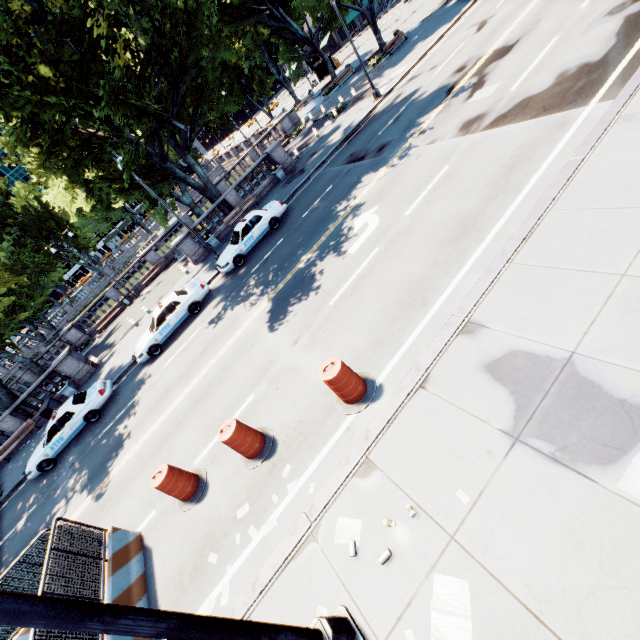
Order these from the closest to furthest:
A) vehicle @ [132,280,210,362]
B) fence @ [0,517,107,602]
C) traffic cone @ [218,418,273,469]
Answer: fence @ [0,517,107,602]
traffic cone @ [218,418,273,469]
vehicle @ [132,280,210,362]

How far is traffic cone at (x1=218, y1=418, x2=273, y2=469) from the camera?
7.51m

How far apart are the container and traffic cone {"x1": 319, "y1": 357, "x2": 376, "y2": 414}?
21.6 meters

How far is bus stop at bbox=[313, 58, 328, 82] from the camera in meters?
51.6

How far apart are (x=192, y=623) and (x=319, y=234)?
13.3 meters

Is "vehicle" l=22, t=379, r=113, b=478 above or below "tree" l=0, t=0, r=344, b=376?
below

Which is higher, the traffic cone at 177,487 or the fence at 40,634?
the fence at 40,634

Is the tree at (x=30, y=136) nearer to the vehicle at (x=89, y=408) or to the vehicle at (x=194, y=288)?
the vehicle at (x=89, y=408)
